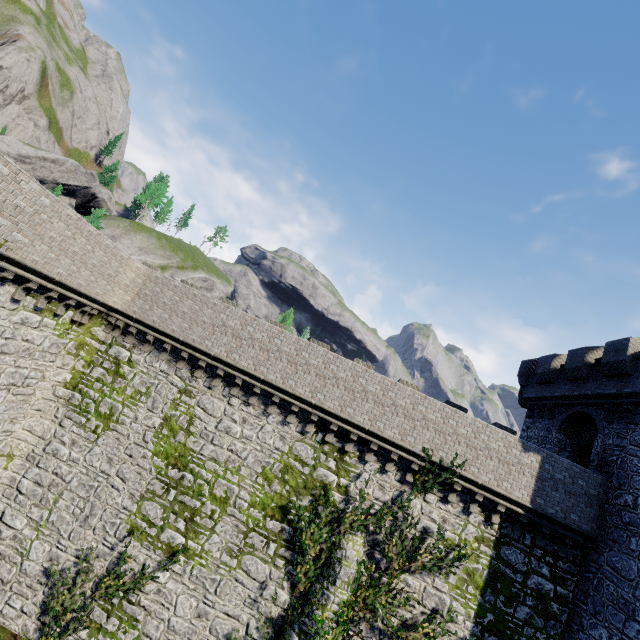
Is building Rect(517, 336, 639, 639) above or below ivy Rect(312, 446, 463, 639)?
above

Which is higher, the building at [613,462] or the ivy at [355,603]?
the building at [613,462]

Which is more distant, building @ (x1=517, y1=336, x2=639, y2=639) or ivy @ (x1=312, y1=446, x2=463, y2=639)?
ivy @ (x1=312, y1=446, x2=463, y2=639)

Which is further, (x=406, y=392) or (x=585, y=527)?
(x=406, y=392)

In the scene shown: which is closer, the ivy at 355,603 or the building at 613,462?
the building at 613,462
